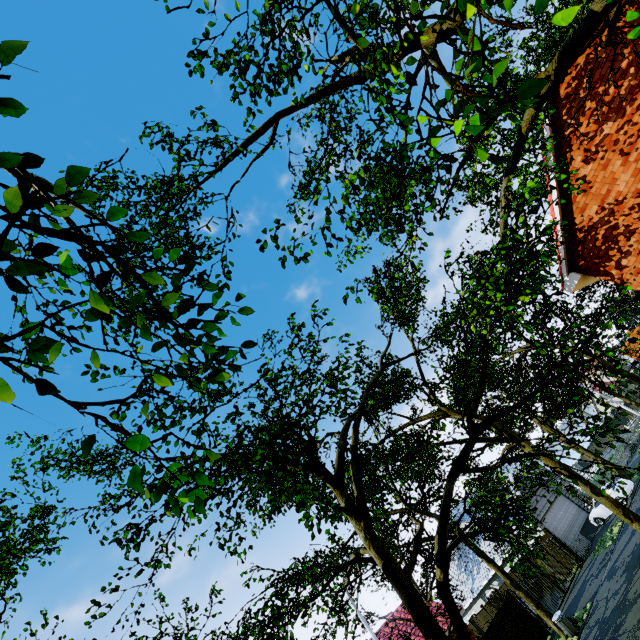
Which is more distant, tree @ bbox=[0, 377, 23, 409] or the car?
the car

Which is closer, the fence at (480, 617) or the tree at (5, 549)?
the tree at (5, 549)

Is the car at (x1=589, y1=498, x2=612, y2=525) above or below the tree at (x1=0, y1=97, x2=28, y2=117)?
below

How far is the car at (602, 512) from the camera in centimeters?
2428cm

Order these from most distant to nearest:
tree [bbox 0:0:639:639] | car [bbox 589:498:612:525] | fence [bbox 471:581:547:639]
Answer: car [bbox 589:498:612:525], fence [bbox 471:581:547:639], tree [bbox 0:0:639:639]

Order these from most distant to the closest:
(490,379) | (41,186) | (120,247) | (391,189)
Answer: (490,379), (391,189), (41,186), (120,247)

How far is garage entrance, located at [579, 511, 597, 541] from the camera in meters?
25.2

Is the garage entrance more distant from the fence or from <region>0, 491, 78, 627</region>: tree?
<region>0, 491, 78, 627</region>: tree
